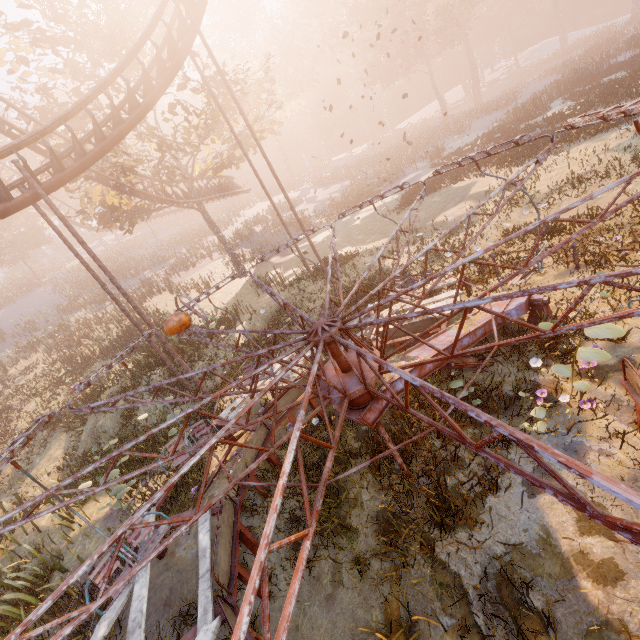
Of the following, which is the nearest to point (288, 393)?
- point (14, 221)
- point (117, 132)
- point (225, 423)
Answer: point (225, 423)

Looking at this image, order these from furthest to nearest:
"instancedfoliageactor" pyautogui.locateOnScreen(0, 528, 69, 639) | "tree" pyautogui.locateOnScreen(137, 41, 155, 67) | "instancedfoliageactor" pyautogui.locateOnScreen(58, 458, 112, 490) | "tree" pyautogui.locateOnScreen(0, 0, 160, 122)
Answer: "tree" pyautogui.locateOnScreen(137, 41, 155, 67), "tree" pyautogui.locateOnScreen(0, 0, 160, 122), "instancedfoliageactor" pyautogui.locateOnScreen(58, 458, 112, 490), "instancedfoliageactor" pyautogui.locateOnScreen(0, 528, 69, 639)

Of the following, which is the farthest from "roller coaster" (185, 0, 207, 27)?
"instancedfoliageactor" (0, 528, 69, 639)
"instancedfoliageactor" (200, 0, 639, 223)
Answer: "instancedfoliageactor" (200, 0, 639, 223)

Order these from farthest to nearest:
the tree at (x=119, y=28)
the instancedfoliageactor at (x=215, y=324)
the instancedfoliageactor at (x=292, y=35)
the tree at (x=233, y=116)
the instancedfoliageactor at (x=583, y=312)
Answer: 1. the instancedfoliageactor at (x=292, y=35)
2. the tree at (x=233, y=116)
3. the tree at (x=119, y=28)
4. the instancedfoliageactor at (x=215, y=324)
5. the instancedfoliageactor at (x=583, y=312)

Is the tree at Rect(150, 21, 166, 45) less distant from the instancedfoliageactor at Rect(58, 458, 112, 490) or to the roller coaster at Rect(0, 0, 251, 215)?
the roller coaster at Rect(0, 0, 251, 215)

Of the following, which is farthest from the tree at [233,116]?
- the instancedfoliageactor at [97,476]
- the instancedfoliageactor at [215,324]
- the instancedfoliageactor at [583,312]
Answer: the instancedfoliageactor at [583,312]

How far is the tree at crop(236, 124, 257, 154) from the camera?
22.4m

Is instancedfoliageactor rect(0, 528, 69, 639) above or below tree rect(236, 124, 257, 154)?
below
